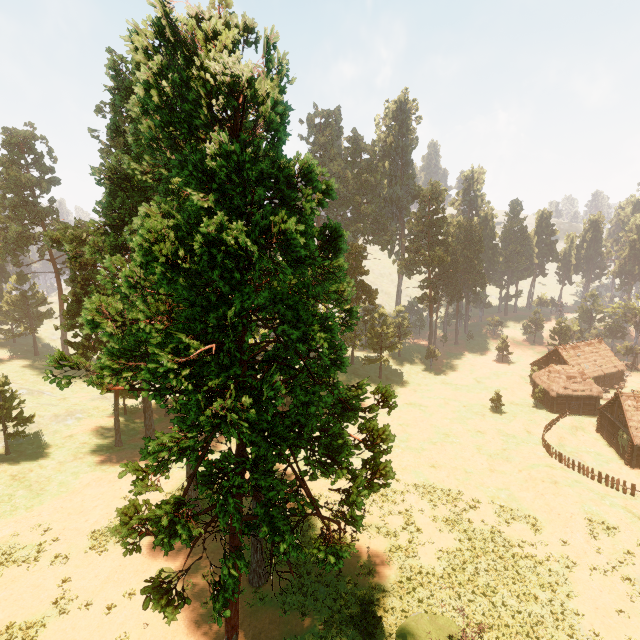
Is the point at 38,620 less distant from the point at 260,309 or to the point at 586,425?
the point at 260,309

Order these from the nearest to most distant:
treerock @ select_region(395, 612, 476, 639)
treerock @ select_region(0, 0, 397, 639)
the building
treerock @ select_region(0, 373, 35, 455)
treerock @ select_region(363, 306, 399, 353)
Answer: treerock @ select_region(0, 0, 397, 639)
treerock @ select_region(395, 612, 476, 639)
treerock @ select_region(0, 373, 35, 455)
the building
treerock @ select_region(363, 306, 399, 353)

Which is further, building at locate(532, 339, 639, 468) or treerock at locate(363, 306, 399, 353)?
treerock at locate(363, 306, 399, 353)

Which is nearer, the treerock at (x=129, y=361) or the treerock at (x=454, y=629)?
the treerock at (x=129, y=361)

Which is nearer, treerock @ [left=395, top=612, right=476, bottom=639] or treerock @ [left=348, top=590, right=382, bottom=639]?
treerock @ [left=395, top=612, right=476, bottom=639]

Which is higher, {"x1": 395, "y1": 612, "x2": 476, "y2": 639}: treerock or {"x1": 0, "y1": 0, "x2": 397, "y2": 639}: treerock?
{"x1": 0, "y1": 0, "x2": 397, "y2": 639}: treerock
